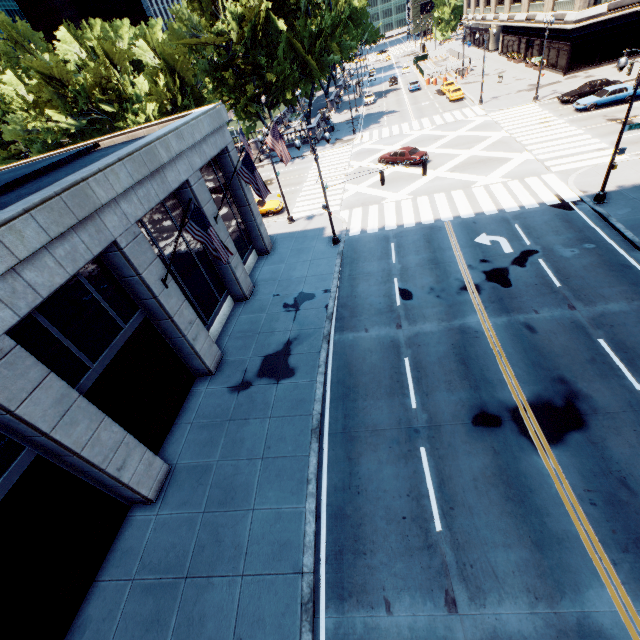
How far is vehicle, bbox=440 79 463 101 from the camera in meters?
45.1

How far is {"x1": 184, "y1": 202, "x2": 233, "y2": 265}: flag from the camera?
11.1m

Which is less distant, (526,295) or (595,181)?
(526,295)

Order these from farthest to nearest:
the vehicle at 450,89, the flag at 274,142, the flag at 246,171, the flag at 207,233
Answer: the vehicle at 450,89 < the flag at 274,142 < the flag at 246,171 < the flag at 207,233

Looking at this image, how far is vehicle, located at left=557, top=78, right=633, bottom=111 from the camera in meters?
29.7

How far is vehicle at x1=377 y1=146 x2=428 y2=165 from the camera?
30.6m

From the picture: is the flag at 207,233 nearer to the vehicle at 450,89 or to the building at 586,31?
the vehicle at 450,89

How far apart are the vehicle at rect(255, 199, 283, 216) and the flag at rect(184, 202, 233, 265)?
18.8m
